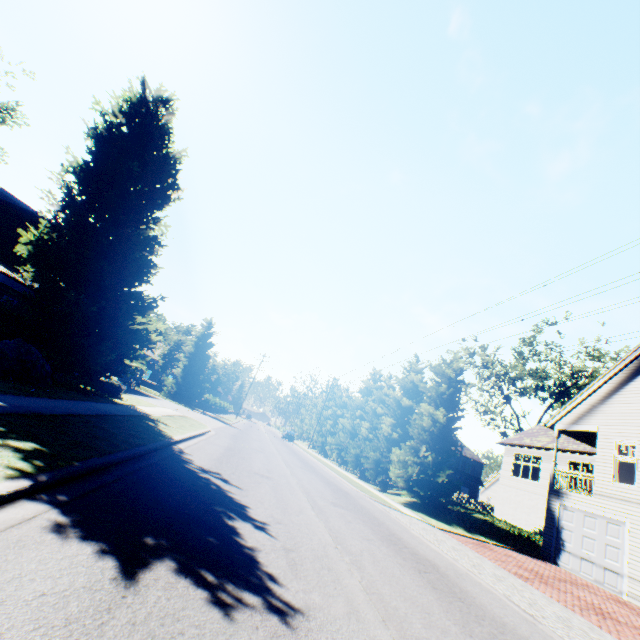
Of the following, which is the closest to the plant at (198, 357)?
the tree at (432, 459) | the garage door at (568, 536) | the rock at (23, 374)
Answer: the rock at (23, 374)

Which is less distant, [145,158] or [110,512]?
[110,512]

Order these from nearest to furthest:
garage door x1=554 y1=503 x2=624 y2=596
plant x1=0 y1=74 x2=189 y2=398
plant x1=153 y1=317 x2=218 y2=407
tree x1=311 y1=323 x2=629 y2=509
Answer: plant x1=0 y1=74 x2=189 y2=398 < garage door x1=554 y1=503 x2=624 y2=596 < tree x1=311 y1=323 x2=629 y2=509 < plant x1=153 y1=317 x2=218 y2=407

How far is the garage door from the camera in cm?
1352

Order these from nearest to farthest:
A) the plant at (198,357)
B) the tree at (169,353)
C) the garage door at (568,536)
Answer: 1. the garage door at (568,536)
2. the plant at (198,357)
3. the tree at (169,353)

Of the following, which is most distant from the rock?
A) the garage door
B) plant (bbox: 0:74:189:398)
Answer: the garage door

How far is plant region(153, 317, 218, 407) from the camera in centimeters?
3434cm

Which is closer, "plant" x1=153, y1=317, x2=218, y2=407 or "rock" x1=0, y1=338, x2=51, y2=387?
"rock" x1=0, y1=338, x2=51, y2=387
